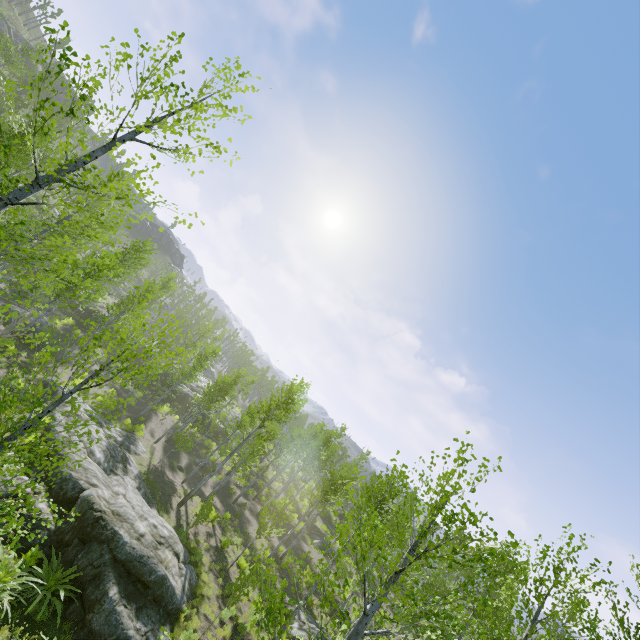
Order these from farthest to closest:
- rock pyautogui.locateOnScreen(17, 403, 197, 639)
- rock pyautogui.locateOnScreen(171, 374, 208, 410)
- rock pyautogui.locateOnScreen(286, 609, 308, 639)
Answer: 1. rock pyautogui.locateOnScreen(171, 374, 208, 410)
2. rock pyautogui.locateOnScreen(286, 609, 308, 639)
3. rock pyautogui.locateOnScreen(17, 403, 197, 639)

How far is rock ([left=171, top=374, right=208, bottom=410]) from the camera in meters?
40.2

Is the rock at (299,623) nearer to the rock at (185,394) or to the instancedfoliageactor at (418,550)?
the instancedfoliageactor at (418,550)

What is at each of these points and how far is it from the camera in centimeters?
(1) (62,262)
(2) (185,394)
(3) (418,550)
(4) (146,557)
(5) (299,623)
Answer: (1) instancedfoliageactor, 660cm
(2) rock, 4100cm
(3) instancedfoliageactor, 489cm
(4) rock, 1053cm
(5) rock, 1559cm

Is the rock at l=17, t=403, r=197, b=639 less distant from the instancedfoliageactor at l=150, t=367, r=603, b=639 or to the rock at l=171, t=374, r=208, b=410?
the instancedfoliageactor at l=150, t=367, r=603, b=639

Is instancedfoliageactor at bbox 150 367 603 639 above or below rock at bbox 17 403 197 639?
above

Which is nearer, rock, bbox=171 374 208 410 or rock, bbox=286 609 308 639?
rock, bbox=286 609 308 639

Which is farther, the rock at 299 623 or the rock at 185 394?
the rock at 185 394
